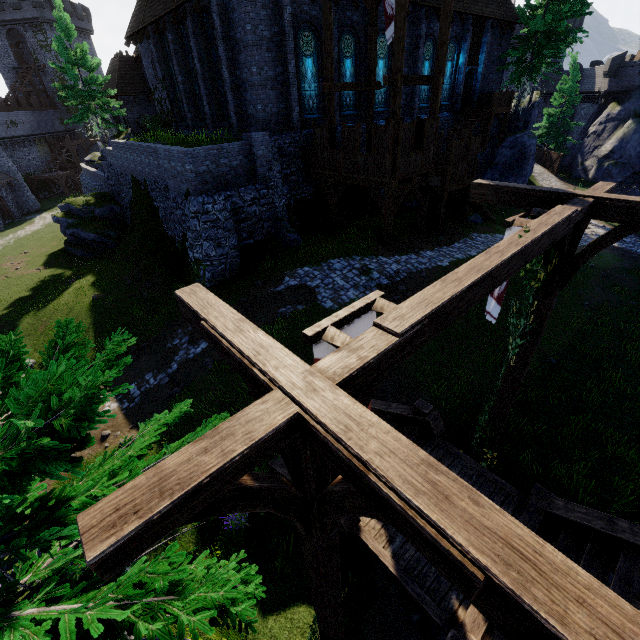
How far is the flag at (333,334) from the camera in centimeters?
260cm

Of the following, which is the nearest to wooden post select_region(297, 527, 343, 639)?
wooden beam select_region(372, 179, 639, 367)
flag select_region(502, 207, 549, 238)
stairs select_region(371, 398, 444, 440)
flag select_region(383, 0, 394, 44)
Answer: stairs select_region(371, 398, 444, 440)

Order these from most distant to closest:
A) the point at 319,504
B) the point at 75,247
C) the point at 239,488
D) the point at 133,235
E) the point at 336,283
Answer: the point at 75,247, the point at 133,235, the point at 336,283, the point at 319,504, the point at 239,488

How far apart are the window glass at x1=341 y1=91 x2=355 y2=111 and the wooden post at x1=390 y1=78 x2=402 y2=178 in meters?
7.7 m

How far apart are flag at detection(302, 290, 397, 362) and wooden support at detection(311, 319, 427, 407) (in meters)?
0.07

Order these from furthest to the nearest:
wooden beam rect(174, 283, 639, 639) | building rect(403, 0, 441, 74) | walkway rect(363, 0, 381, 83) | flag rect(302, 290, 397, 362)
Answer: building rect(403, 0, 441, 74)
walkway rect(363, 0, 381, 83)
flag rect(302, 290, 397, 362)
wooden beam rect(174, 283, 639, 639)

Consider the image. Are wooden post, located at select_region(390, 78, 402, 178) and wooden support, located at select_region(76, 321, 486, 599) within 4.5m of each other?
no

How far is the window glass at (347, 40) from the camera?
17.88m
